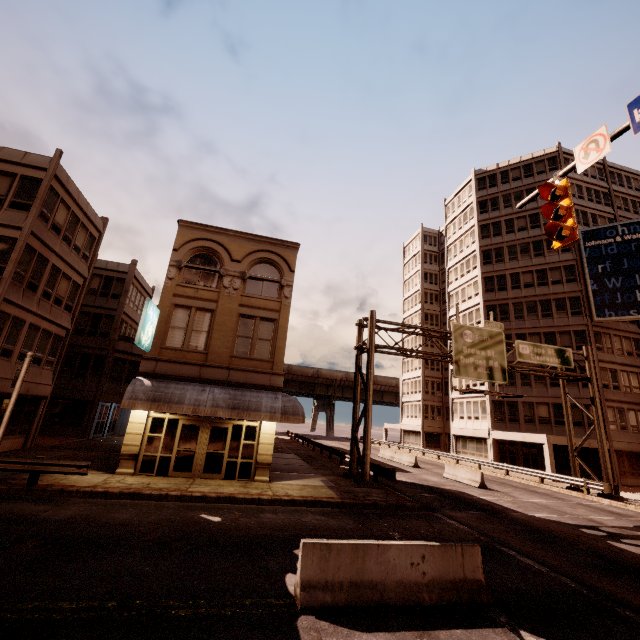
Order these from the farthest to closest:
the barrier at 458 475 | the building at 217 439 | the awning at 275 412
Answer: the barrier at 458 475, the building at 217 439, the awning at 275 412

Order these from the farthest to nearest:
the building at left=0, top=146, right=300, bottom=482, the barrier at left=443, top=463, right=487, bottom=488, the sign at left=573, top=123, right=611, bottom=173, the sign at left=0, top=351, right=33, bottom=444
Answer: the barrier at left=443, top=463, right=487, bottom=488 → the building at left=0, top=146, right=300, bottom=482 → the sign at left=0, top=351, right=33, bottom=444 → the sign at left=573, top=123, right=611, bottom=173

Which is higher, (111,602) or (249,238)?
(249,238)

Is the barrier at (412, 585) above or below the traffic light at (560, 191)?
below

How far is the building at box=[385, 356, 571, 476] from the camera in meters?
32.4

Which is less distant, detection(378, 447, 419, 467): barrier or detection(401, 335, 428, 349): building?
detection(378, 447, 419, 467): barrier

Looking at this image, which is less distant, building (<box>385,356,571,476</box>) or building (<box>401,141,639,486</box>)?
building (<box>401,141,639,486</box>)

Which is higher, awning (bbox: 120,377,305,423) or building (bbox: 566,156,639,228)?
building (bbox: 566,156,639,228)
